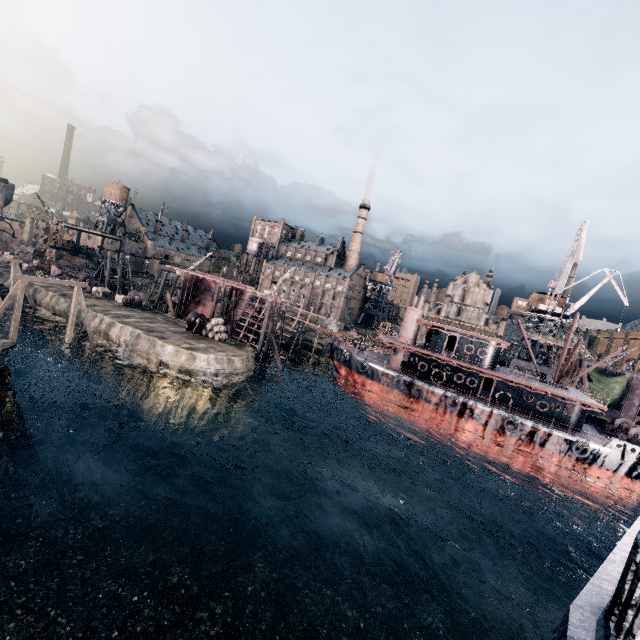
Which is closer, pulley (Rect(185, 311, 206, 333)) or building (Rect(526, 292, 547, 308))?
pulley (Rect(185, 311, 206, 333))

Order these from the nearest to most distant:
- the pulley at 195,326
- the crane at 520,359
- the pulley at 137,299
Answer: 1. the pulley at 195,326
2. the pulley at 137,299
3. the crane at 520,359

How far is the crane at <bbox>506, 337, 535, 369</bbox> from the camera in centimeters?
5105cm

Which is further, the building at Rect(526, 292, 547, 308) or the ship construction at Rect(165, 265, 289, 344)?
the building at Rect(526, 292, 547, 308)

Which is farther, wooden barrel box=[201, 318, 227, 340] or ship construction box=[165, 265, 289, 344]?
ship construction box=[165, 265, 289, 344]

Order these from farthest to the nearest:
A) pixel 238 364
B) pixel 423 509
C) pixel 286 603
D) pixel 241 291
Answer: pixel 241 291, pixel 238 364, pixel 423 509, pixel 286 603

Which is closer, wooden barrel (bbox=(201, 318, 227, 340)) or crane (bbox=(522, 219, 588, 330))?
wooden barrel (bbox=(201, 318, 227, 340))

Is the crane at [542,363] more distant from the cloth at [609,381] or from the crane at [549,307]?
the cloth at [609,381]
